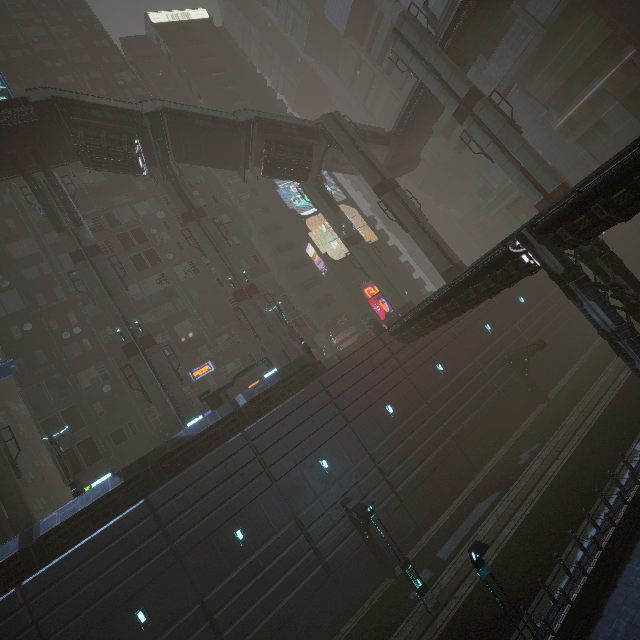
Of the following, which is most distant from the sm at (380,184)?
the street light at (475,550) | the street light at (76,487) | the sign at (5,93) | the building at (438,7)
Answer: the street light at (76,487)

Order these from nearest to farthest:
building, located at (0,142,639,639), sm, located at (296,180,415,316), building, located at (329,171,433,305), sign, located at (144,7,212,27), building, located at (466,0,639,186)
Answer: building, located at (0,142,639,639) → building, located at (466,0,639,186) → sm, located at (296,180,415,316) → building, located at (329,171,433,305) → sign, located at (144,7,212,27)

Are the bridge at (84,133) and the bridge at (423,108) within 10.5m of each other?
no

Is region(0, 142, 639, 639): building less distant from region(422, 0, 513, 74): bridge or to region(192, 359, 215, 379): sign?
region(192, 359, 215, 379): sign

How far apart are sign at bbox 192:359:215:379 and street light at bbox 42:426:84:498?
11.4 meters

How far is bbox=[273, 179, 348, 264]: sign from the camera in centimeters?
3881cm

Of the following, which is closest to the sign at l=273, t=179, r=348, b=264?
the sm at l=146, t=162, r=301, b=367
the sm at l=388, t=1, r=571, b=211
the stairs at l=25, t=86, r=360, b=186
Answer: the stairs at l=25, t=86, r=360, b=186

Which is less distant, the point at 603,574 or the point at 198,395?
the point at 603,574
